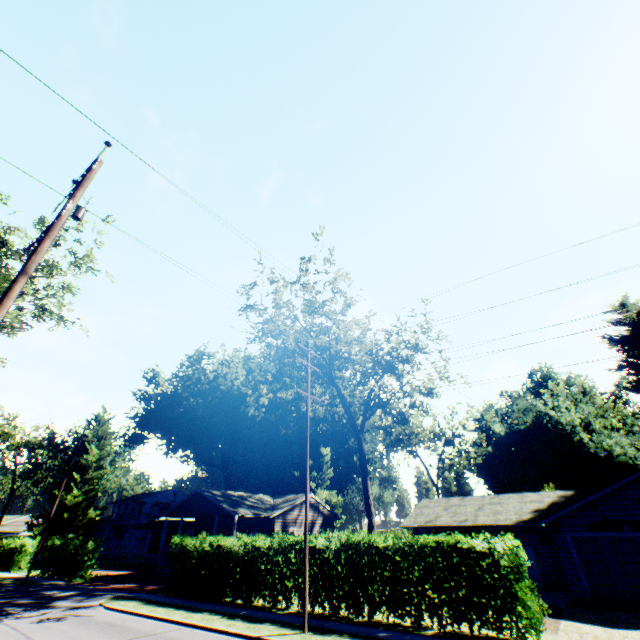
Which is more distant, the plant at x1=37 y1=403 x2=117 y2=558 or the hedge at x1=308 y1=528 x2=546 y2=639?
the plant at x1=37 y1=403 x2=117 y2=558

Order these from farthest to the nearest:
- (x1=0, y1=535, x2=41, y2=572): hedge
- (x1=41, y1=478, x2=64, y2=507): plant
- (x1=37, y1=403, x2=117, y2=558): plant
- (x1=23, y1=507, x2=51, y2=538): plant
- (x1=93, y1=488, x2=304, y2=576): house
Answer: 1. (x1=41, y1=478, x2=64, y2=507): plant
2. (x1=37, y1=403, x2=117, y2=558): plant
3. (x1=23, y1=507, x2=51, y2=538): plant
4. (x1=0, y1=535, x2=41, y2=572): hedge
5. (x1=93, y1=488, x2=304, y2=576): house

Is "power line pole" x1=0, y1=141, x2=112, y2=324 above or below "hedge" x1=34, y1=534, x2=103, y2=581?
above

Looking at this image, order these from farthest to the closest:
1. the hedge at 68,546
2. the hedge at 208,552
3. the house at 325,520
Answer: the house at 325,520
the hedge at 68,546
the hedge at 208,552

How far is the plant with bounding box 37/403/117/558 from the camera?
38.2m

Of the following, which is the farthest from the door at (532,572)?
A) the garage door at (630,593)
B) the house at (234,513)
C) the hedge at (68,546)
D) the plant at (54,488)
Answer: the plant at (54,488)

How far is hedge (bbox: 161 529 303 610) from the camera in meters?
15.3 m

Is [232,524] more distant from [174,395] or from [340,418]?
[174,395]
